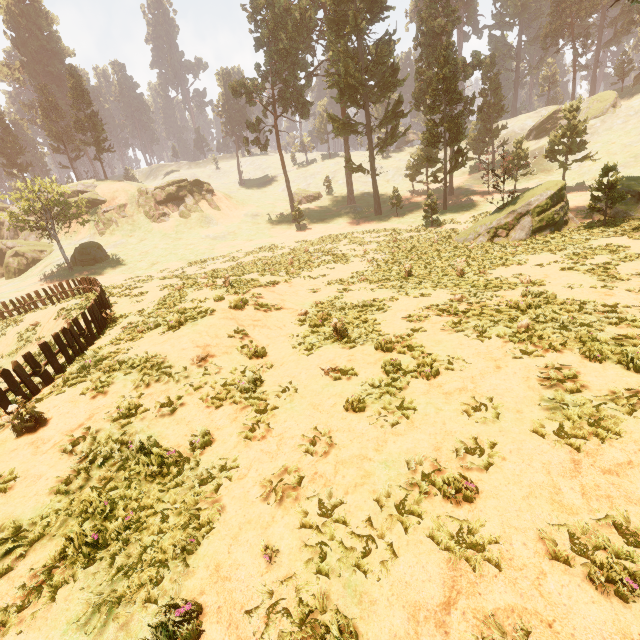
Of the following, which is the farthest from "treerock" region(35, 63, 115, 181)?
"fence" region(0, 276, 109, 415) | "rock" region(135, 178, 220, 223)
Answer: "rock" region(135, 178, 220, 223)

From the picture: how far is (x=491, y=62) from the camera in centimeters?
5025cm

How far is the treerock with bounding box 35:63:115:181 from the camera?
50.53m

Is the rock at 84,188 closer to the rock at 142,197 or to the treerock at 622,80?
the rock at 142,197

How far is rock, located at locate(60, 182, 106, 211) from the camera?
49.66m

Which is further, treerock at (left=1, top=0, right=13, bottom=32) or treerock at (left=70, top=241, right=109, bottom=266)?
treerock at (left=1, top=0, right=13, bottom=32)

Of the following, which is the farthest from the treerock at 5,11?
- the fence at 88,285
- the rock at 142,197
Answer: the rock at 142,197

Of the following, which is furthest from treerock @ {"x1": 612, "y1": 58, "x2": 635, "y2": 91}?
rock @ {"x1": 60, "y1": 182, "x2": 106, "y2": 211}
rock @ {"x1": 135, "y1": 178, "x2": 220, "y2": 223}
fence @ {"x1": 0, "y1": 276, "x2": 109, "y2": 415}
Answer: rock @ {"x1": 135, "y1": 178, "x2": 220, "y2": 223}
